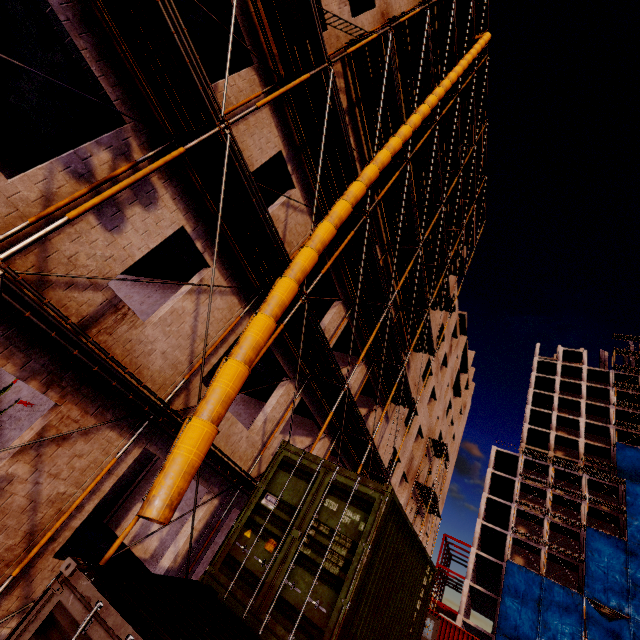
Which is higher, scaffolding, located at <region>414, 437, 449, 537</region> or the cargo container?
scaffolding, located at <region>414, 437, 449, 537</region>

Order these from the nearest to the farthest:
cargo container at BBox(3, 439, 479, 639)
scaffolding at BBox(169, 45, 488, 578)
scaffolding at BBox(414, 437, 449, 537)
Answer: cargo container at BBox(3, 439, 479, 639) < scaffolding at BBox(169, 45, 488, 578) < scaffolding at BBox(414, 437, 449, 537)

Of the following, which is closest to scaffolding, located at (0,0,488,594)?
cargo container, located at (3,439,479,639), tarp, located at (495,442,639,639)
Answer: cargo container, located at (3,439,479,639)

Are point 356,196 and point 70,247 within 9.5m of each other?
yes

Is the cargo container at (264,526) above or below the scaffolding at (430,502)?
below

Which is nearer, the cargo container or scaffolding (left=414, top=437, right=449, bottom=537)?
the cargo container

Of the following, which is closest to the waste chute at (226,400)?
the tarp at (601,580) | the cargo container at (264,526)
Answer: the cargo container at (264,526)

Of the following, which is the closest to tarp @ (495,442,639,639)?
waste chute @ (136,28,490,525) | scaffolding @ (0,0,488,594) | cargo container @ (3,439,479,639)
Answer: scaffolding @ (0,0,488,594)
